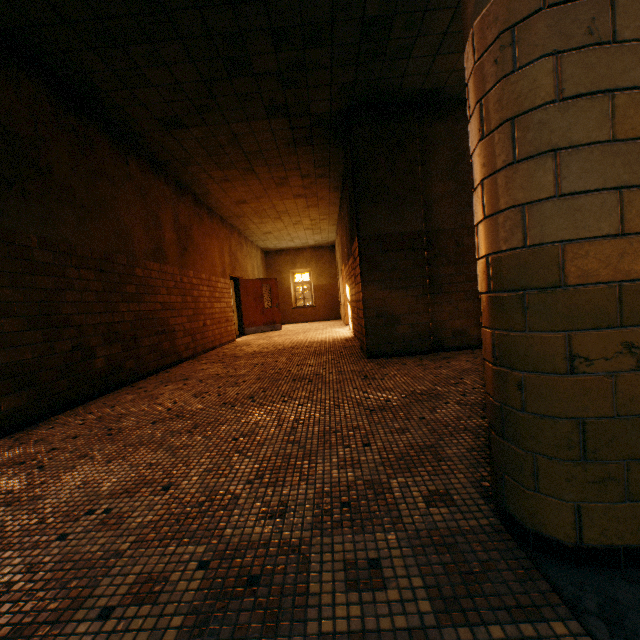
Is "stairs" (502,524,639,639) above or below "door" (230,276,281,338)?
below

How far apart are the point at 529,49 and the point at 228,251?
10.3m

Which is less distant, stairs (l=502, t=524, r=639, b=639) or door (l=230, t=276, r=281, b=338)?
stairs (l=502, t=524, r=639, b=639)

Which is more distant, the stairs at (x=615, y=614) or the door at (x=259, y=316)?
the door at (x=259, y=316)

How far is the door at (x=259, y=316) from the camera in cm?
1210

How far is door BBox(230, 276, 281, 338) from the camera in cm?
1210
